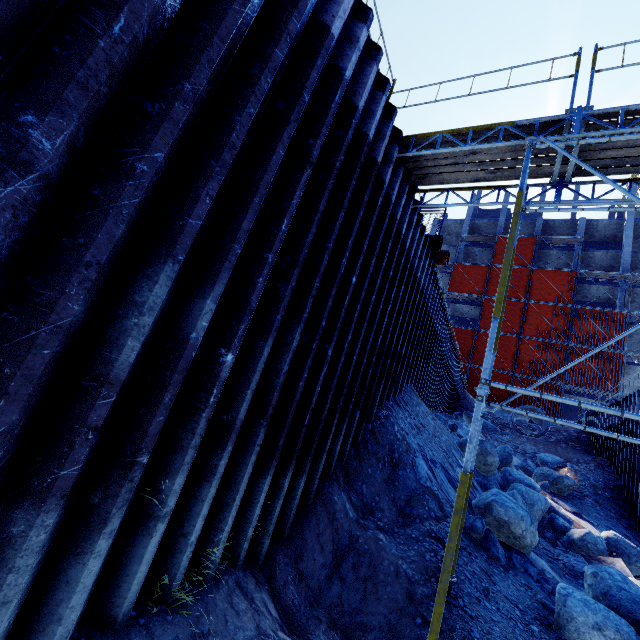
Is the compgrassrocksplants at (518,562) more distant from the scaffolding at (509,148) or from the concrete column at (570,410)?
the concrete column at (570,410)

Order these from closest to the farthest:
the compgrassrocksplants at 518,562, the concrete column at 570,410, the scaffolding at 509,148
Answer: the scaffolding at 509,148 < the compgrassrocksplants at 518,562 < the concrete column at 570,410

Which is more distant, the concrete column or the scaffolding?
the concrete column

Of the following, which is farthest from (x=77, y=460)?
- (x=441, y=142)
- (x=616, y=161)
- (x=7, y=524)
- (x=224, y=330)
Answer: (x=616, y=161)

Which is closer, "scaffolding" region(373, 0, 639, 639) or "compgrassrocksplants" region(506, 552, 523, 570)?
"scaffolding" region(373, 0, 639, 639)

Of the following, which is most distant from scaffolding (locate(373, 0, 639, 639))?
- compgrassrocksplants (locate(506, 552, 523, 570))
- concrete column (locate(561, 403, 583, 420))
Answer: concrete column (locate(561, 403, 583, 420))

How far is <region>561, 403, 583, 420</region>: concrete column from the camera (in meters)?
32.91

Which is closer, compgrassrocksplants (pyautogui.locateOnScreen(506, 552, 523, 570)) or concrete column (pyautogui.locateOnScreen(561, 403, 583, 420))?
compgrassrocksplants (pyautogui.locateOnScreen(506, 552, 523, 570))
